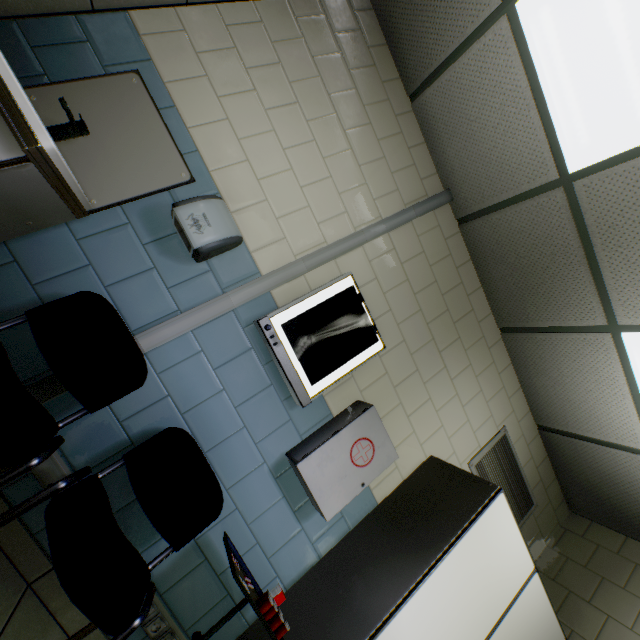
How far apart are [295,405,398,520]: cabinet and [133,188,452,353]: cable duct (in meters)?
0.92

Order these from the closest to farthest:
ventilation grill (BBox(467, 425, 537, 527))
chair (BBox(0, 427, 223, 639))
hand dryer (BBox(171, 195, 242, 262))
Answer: chair (BBox(0, 427, 223, 639))
hand dryer (BBox(171, 195, 242, 262))
ventilation grill (BBox(467, 425, 537, 527))

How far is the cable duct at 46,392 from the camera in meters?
1.4 m

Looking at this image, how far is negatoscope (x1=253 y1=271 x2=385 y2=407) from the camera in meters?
1.8 m

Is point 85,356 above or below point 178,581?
above

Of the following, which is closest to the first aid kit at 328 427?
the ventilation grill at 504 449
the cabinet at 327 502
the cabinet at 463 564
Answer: the cabinet at 327 502

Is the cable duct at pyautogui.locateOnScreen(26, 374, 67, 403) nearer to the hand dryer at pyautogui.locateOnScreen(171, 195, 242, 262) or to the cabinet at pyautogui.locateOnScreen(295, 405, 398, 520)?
the hand dryer at pyautogui.locateOnScreen(171, 195, 242, 262)

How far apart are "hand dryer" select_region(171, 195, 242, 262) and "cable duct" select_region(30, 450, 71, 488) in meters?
0.2
